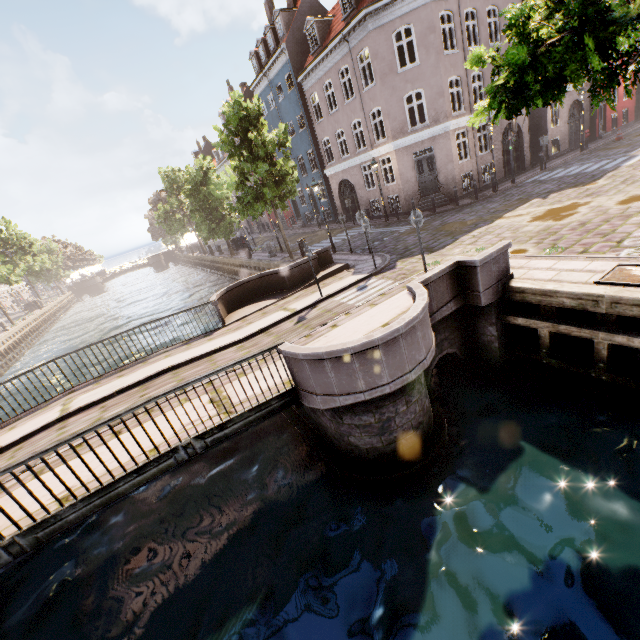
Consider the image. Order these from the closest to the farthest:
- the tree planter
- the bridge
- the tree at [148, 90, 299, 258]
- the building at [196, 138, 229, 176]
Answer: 1. the bridge
2. the tree planter
3. the tree at [148, 90, 299, 258]
4. the building at [196, 138, 229, 176]

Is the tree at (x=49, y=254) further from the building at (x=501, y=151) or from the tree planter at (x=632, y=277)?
the building at (x=501, y=151)

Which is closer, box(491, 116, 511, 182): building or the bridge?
the bridge

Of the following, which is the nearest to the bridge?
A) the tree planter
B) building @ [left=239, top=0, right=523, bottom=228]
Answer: the tree planter

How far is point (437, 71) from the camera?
17.6m

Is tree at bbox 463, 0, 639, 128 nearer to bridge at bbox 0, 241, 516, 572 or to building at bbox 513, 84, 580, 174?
bridge at bbox 0, 241, 516, 572

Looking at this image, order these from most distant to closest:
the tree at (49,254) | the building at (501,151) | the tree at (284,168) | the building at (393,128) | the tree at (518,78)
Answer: the tree at (49,254) < the building at (501,151) < the building at (393,128) < the tree at (284,168) < the tree at (518,78)

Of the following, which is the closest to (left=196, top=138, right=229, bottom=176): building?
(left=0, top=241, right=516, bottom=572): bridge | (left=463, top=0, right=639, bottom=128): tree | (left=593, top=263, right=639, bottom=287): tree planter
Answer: (left=463, top=0, right=639, bottom=128): tree
